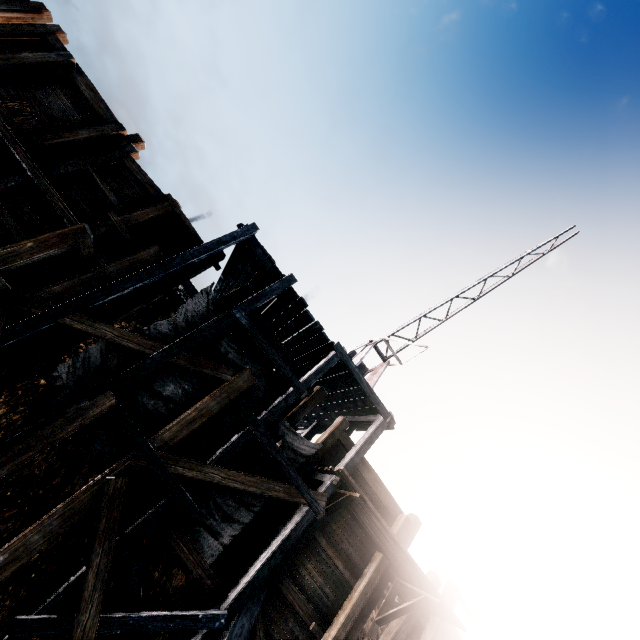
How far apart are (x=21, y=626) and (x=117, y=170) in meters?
12.0

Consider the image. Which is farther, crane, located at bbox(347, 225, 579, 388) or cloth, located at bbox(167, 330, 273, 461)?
crane, located at bbox(347, 225, 579, 388)

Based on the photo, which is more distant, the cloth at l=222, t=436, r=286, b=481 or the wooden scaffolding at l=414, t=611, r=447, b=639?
the wooden scaffolding at l=414, t=611, r=447, b=639

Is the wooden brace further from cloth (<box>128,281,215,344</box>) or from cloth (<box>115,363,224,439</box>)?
cloth (<box>128,281,215,344</box>)

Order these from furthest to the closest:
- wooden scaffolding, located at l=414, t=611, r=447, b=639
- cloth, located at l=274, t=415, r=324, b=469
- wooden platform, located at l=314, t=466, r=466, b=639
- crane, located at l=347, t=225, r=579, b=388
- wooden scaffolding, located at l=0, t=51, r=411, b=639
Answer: crane, located at l=347, t=225, r=579, b=388, wooden scaffolding, located at l=414, t=611, r=447, b=639, cloth, located at l=274, t=415, r=324, b=469, wooden platform, located at l=314, t=466, r=466, b=639, wooden scaffolding, located at l=0, t=51, r=411, b=639

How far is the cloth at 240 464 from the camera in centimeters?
916cm

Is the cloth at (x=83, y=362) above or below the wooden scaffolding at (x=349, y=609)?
below
